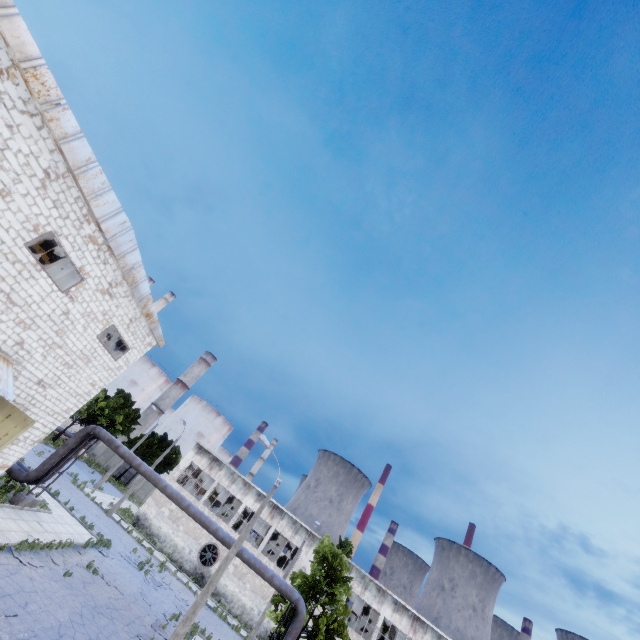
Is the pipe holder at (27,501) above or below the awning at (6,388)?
below

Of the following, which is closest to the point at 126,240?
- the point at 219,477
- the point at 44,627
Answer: the point at 44,627

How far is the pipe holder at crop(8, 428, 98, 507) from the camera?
18.0 meters

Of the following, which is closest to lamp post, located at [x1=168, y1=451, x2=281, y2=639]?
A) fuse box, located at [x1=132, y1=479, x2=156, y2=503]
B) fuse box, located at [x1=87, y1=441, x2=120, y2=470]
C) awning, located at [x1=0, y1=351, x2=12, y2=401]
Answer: awning, located at [x1=0, y1=351, x2=12, y2=401]

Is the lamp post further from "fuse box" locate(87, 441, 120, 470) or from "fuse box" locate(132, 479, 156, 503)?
"fuse box" locate(87, 441, 120, 470)

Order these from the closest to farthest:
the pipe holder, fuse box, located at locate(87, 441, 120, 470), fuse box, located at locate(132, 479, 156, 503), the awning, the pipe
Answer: the awning → the pipe → the pipe holder → fuse box, located at locate(132, 479, 156, 503) → fuse box, located at locate(87, 441, 120, 470)

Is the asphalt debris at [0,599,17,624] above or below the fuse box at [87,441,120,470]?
below

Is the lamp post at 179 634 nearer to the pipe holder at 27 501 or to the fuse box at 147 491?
the pipe holder at 27 501
